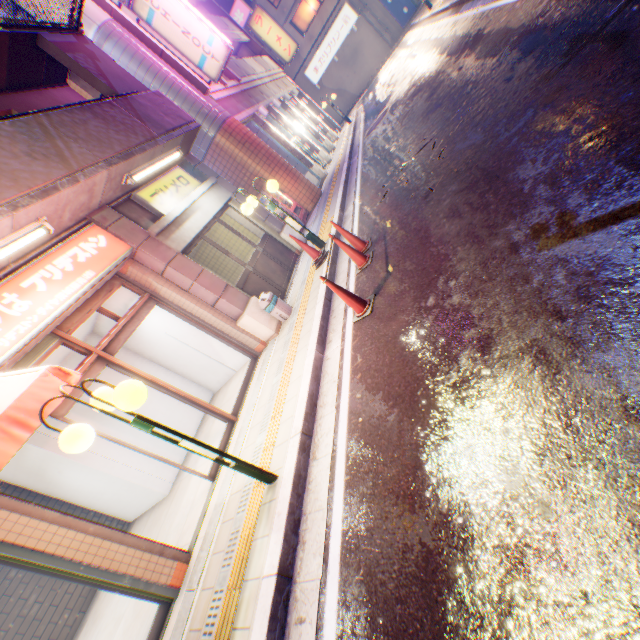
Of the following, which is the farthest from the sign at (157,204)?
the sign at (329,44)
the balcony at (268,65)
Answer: the sign at (329,44)

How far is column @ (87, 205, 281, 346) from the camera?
6.10m

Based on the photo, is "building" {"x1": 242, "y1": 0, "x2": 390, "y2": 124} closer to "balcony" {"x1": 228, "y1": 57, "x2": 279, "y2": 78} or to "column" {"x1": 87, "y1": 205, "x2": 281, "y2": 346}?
"balcony" {"x1": 228, "y1": 57, "x2": 279, "y2": 78}

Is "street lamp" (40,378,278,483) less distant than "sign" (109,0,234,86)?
Yes

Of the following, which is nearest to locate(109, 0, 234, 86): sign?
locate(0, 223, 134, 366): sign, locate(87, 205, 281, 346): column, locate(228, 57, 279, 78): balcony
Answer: locate(228, 57, 279, 78): balcony

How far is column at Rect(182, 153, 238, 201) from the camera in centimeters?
895cm

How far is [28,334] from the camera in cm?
426

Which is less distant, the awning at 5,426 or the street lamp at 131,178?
the awning at 5,426
